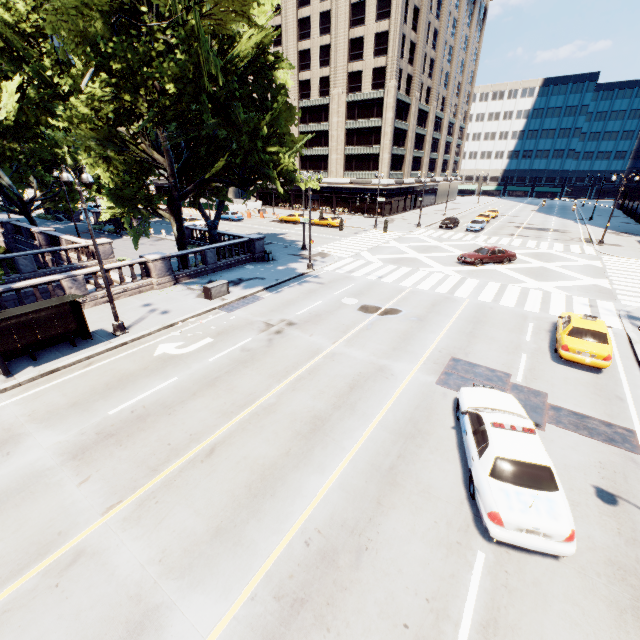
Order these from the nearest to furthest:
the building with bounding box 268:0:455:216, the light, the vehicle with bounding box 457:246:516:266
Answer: the light, the vehicle with bounding box 457:246:516:266, the building with bounding box 268:0:455:216

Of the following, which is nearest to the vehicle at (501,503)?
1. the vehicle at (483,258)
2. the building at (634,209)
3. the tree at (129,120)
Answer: the tree at (129,120)

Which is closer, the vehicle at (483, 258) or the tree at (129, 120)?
the tree at (129, 120)

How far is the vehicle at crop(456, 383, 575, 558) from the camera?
6.7m

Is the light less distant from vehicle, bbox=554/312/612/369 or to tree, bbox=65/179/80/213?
tree, bbox=65/179/80/213

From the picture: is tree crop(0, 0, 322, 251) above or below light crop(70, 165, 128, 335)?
above

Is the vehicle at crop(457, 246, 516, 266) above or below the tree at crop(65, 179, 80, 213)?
below

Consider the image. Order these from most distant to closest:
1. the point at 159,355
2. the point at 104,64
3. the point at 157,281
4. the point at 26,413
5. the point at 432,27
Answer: the point at 432,27, the point at 157,281, the point at 104,64, the point at 159,355, the point at 26,413
